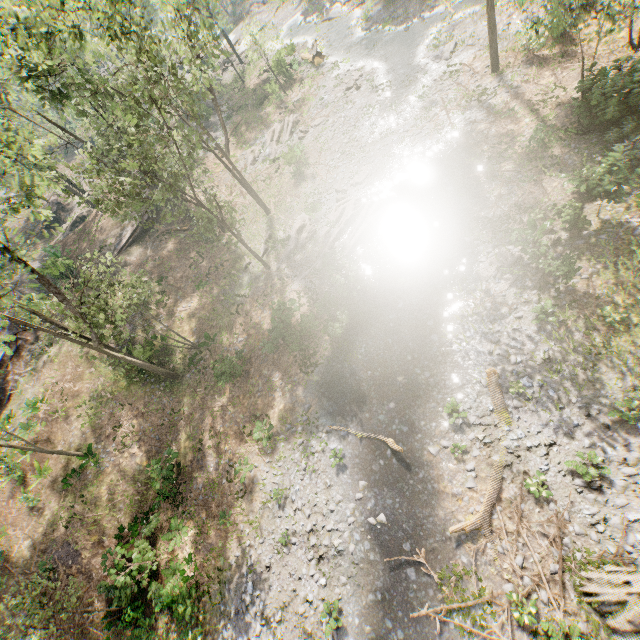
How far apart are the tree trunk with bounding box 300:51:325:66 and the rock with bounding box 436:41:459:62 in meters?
14.7

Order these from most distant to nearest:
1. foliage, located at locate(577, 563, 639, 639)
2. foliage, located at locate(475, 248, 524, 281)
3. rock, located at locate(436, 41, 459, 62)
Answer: rock, located at locate(436, 41, 459, 62) < foliage, located at locate(475, 248, 524, 281) < foliage, located at locate(577, 563, 639, 639)

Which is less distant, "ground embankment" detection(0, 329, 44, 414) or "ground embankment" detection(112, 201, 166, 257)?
"ground embankment" detection(0, 329, 44, 414)

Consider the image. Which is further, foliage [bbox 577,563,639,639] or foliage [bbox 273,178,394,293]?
foliage [bbox 273,178,394,293]

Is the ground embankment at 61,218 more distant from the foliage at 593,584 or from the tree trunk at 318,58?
the tree trunk at 318,58

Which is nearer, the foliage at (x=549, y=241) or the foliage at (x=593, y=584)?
the foliage at (x=593, y=584)

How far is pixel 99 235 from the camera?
33.1m

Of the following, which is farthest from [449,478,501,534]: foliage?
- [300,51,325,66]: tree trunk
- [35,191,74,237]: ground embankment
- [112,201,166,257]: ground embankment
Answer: [300,51,325,66]: tree trunk
